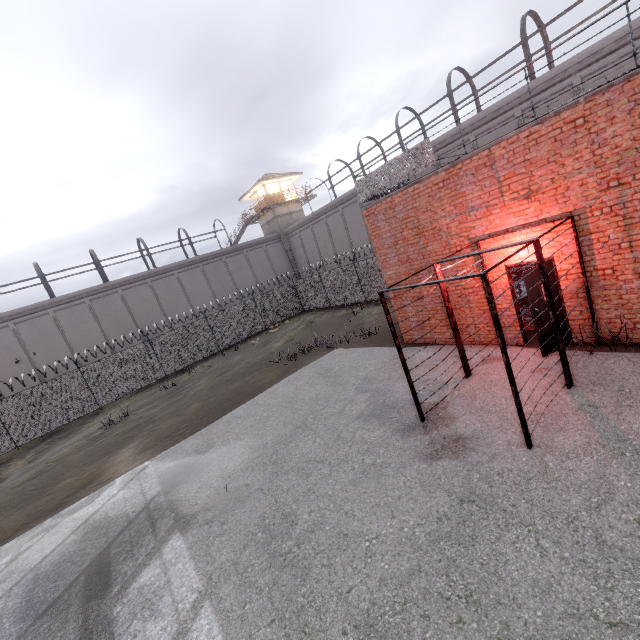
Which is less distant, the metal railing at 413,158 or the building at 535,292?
the metal railing at 413,158

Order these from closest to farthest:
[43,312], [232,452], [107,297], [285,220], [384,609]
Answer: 1. [384,609]
2. [232,452]
3. [43,312]
4. [107,297]
5. [285,220]

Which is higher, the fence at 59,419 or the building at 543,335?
the fence at 59,419

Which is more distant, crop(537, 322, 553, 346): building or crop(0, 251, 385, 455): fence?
crop(0, 251, 385, 455): fence

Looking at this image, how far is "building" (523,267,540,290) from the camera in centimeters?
712cm

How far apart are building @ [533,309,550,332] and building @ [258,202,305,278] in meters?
31.7 m

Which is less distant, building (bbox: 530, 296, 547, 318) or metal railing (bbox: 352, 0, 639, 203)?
metal railing (bbox: 352, 0, 639, 203)

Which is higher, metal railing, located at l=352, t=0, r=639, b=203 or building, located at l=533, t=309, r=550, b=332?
metal railing, located at l=352, t=0, r=639, b=203
